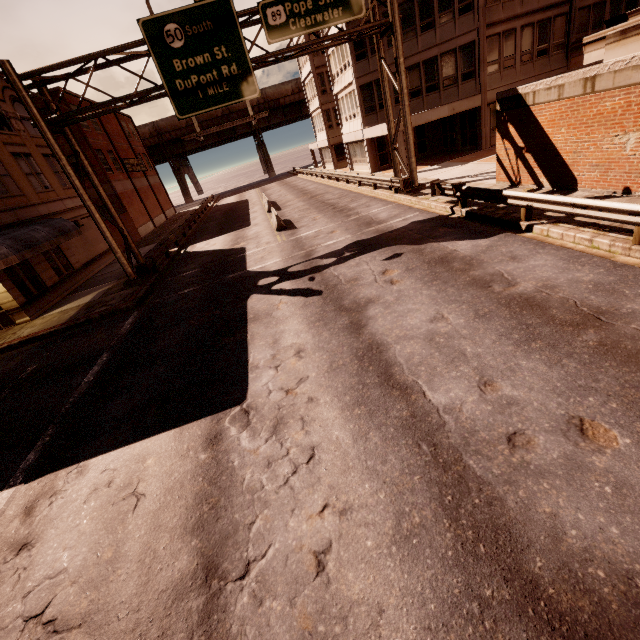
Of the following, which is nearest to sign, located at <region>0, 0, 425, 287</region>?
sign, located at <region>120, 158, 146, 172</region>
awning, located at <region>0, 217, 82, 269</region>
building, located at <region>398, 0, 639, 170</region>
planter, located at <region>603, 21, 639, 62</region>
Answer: awning, located at <region>0, 217, 82, 269</region>

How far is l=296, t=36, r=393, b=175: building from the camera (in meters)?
26.36

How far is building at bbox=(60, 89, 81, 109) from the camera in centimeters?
2934cm

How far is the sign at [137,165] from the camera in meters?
37.8

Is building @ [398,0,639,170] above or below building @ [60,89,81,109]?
below

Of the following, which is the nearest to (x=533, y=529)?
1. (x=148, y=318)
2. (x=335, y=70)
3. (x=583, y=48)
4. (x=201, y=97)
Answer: (x=148, y=318)

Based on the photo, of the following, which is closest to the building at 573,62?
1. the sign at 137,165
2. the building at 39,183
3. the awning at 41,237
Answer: the awning at 41,237

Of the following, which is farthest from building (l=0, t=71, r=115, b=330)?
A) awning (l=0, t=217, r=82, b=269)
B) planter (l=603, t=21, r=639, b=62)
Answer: planter (l=603, t=21, r=639, b=62)
